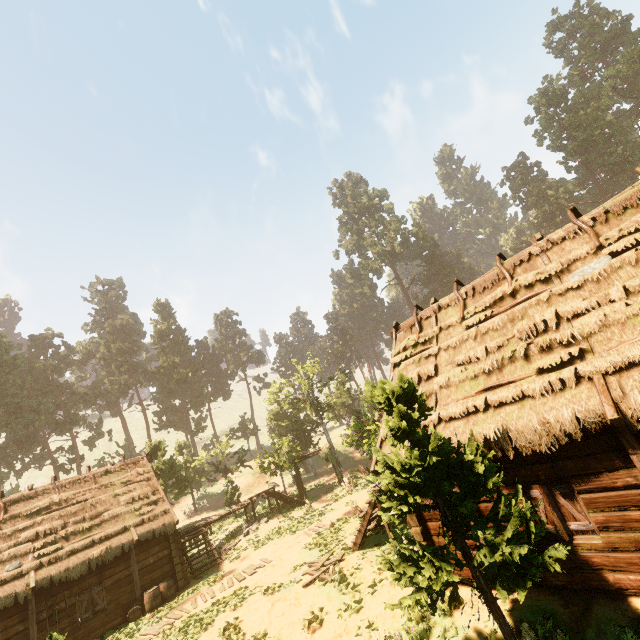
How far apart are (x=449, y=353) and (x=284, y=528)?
17.66m

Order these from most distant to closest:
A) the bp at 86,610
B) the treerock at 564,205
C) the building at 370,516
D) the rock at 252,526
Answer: the treerock at 564,205 → the rock at 252,526 → the bp at 86,610 → the building at 370,516

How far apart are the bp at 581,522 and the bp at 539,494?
0.15m

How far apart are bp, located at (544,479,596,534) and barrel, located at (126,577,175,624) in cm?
1847

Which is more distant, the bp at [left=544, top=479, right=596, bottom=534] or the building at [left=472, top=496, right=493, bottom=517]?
the building at [left=472, top=496, right=493, bottom=517]

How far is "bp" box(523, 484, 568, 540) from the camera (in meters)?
6.95

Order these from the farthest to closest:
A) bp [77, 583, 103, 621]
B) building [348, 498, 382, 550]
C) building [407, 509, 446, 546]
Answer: bp [77, 583, 103, 621] < building [348, 498, 382, 550] < building [407, 509, 446, 546]

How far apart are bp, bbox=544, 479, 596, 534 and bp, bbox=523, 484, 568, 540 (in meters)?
0.15
